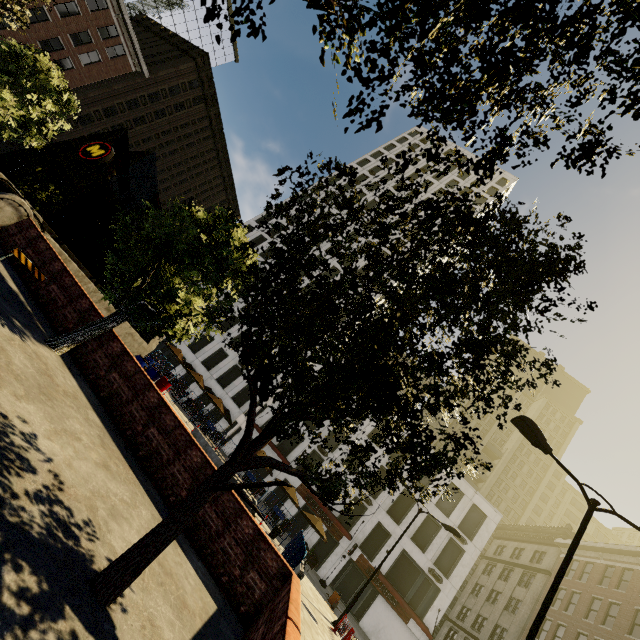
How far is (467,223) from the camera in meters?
4.5

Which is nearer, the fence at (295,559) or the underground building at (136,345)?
the fence at (295,559)

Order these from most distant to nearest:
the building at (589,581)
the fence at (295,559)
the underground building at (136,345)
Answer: the building at (589,581), the underground building at (136,345), the fence at (295,559)

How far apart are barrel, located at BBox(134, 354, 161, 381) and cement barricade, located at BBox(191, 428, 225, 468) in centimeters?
252cm

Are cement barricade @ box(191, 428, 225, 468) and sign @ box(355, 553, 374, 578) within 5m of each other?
no

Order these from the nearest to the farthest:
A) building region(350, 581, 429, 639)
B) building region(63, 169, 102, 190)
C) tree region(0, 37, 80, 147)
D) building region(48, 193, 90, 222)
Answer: tree region(0, 37, 80, 147) < building region(350, 581, 429, 639) < building region(63, 169, 102, 190) < building region(48, 193, 90, 222)

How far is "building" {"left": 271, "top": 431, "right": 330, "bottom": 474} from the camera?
33.2 meters

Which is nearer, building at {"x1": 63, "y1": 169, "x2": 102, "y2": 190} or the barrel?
the barrel
